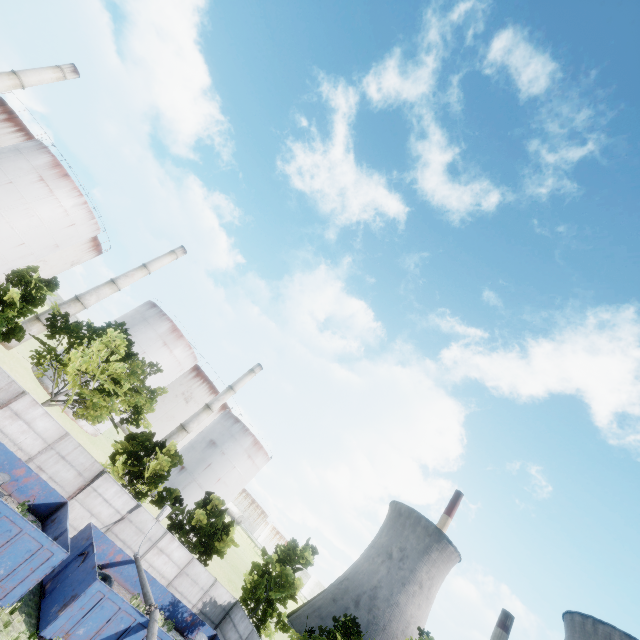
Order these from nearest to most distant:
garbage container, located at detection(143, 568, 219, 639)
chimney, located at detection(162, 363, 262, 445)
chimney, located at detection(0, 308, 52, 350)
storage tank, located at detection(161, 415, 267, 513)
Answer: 1. garbage container, located at detection(143, 568, 219, 639)
2. chimney, located at detection(0, 308, 52, 350)
3. chimney, located at detection(162, 363, 262, 445)
4. storage tank, located at detection(161, 415, 267, 513)

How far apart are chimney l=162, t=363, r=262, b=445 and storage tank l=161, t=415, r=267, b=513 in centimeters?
580cm

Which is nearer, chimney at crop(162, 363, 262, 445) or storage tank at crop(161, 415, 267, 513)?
chimney at crop(162, 363, 262, 445)

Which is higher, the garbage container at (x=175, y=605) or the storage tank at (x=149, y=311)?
the storage tank at (x=149, y=311)

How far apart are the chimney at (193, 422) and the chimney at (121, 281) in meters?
21.6

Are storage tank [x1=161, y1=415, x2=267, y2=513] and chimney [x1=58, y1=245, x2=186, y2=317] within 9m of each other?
no

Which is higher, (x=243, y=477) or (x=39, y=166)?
(x=39, y=166)

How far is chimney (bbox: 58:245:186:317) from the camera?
42.5 meters
